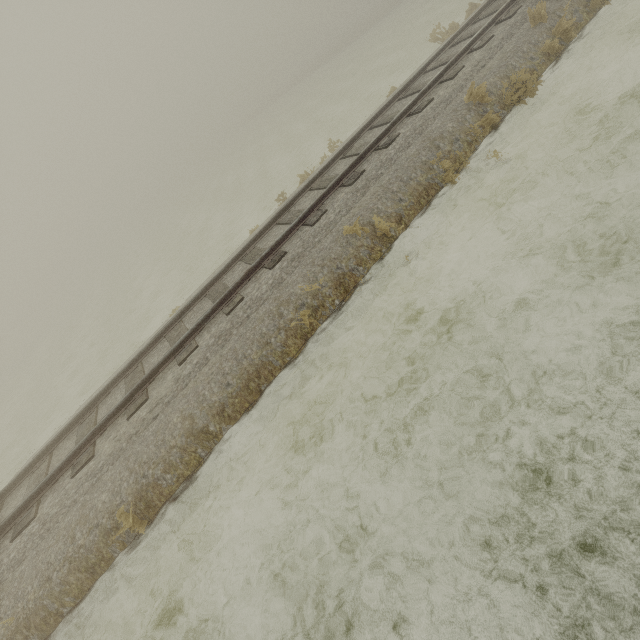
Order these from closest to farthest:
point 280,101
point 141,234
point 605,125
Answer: point 605,125
point 141,234
point 280,101
